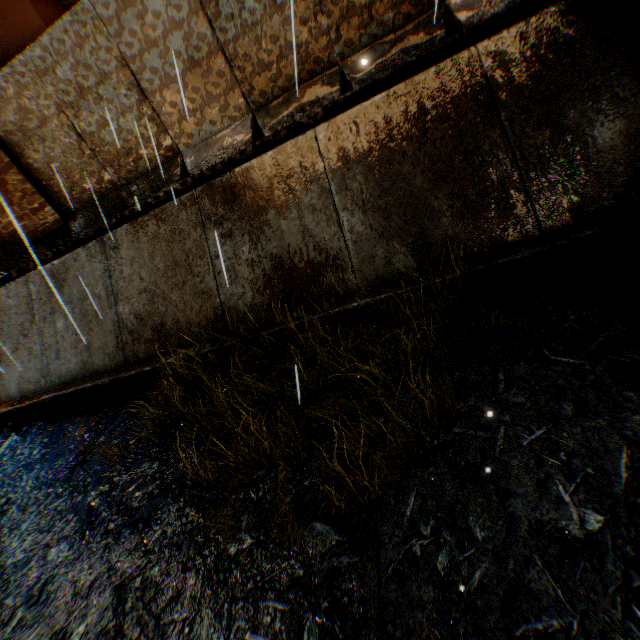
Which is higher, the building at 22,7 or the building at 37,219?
the building at 22,7

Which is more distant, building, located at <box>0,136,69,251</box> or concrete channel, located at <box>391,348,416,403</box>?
building, located at <box>0,136,69,251</box>

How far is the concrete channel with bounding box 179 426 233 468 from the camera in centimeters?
371cm

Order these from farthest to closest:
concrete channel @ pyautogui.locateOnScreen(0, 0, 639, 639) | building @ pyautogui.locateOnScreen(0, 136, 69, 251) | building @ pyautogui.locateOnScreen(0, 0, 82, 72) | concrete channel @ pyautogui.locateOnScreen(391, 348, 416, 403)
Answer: building @ pyautogui.locateOnScreen(0, 136, 69, 251) < building @ pyautogui.locateOnScreen(0, 0, 82, 72) < concrete channel @ pyautogui.locateOnScreen(391, 348, 416, 403) < concrete channel @ pyautogui.locateOnScreen(0, 0, 639, 639)

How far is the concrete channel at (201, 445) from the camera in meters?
3.7

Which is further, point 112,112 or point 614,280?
point 112,112

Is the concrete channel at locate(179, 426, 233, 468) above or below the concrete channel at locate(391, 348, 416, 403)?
below
